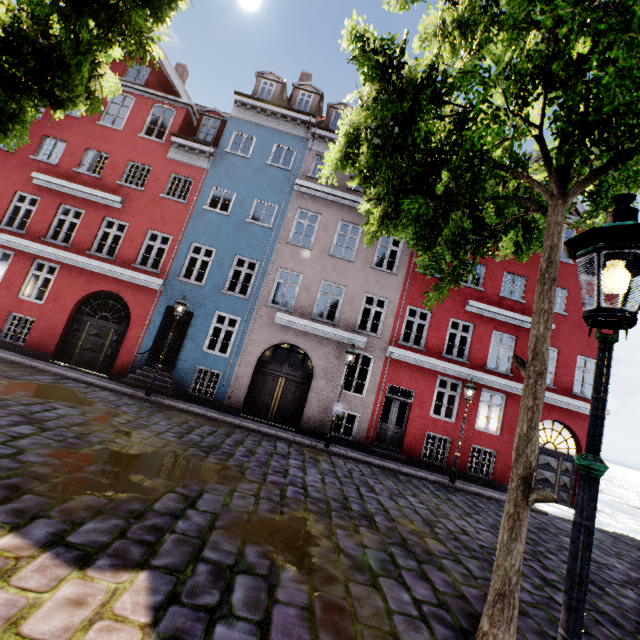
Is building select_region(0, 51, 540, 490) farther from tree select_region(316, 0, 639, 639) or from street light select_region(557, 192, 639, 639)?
street light select_region(557, 192, 639, 639)

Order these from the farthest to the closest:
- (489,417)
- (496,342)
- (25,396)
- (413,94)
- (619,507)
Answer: (619,507), (496,342), (489,417), (25,396), (413,94)

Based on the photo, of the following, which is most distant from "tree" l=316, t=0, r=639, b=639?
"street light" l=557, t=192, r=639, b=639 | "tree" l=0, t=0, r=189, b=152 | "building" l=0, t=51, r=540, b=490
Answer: "tree" l=0, t=0, r=189, b=152

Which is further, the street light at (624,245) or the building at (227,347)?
the building at (227,347)

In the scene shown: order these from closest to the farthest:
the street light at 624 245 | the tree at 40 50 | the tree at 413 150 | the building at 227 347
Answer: the street light at 624 245 → the tree at 413 150 → the tree at 40 50 → the building at 227 347

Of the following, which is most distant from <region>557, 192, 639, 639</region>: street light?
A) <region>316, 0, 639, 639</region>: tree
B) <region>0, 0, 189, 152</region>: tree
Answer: <region>0, 0, 189, 152</region>: tree

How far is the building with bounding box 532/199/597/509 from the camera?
13.8 meters

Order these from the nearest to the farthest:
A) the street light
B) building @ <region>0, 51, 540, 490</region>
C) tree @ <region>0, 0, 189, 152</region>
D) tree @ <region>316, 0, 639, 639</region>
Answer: the street light → tree @ <region>316, 0, 639, 639</region> → tree @ <region>0, 0, 189, 152</region> → building @ <region>0, 51, 540, 490</region>
